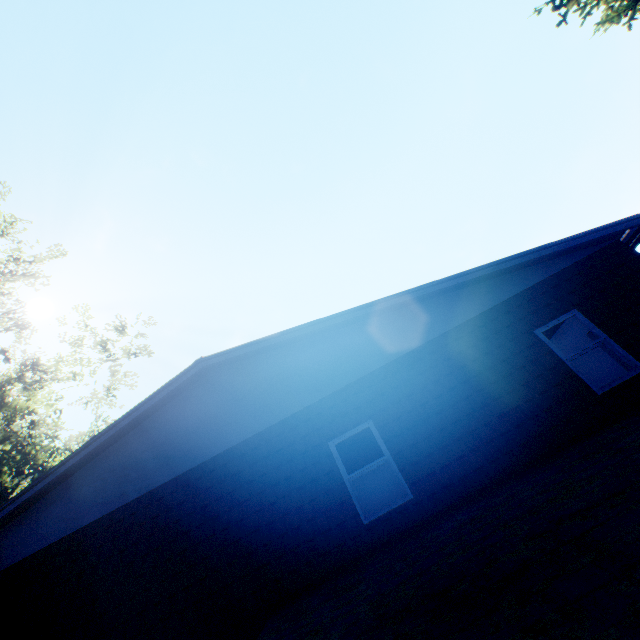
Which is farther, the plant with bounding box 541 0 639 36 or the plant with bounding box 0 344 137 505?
the plant with bounding box 0 344 137 505

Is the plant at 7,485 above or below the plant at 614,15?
above

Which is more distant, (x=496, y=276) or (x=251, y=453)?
(x=496, y=276)

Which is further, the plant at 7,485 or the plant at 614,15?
the plant at 7,485

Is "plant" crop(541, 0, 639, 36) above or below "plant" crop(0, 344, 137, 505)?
below
